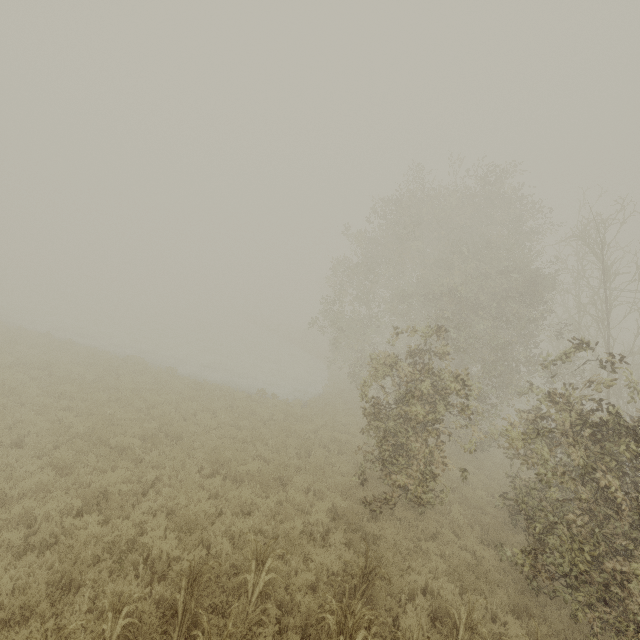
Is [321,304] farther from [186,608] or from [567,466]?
[186,608]
